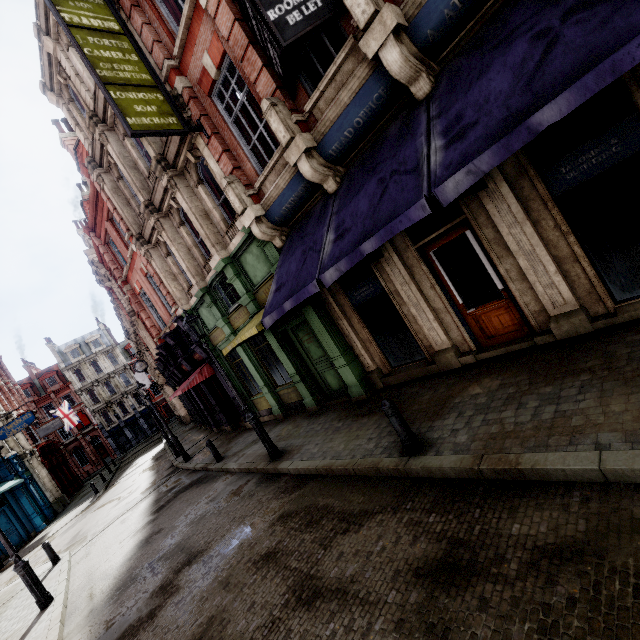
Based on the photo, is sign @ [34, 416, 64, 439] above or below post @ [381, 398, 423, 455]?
above

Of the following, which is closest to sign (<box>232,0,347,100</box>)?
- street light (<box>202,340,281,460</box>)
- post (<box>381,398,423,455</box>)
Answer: street light (<box>202,340,281,460</box>)

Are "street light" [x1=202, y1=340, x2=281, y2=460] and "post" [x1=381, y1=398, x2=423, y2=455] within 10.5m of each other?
yes

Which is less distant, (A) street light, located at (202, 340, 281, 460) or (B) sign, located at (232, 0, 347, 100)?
(B) sign, located at (232, 0, 347, 100)

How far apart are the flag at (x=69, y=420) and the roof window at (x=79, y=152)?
30.0m

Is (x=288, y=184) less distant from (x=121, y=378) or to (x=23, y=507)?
(x=23, y=507)

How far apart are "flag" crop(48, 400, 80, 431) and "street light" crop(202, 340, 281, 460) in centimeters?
3840cm

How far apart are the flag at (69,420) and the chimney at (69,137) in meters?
28.5
